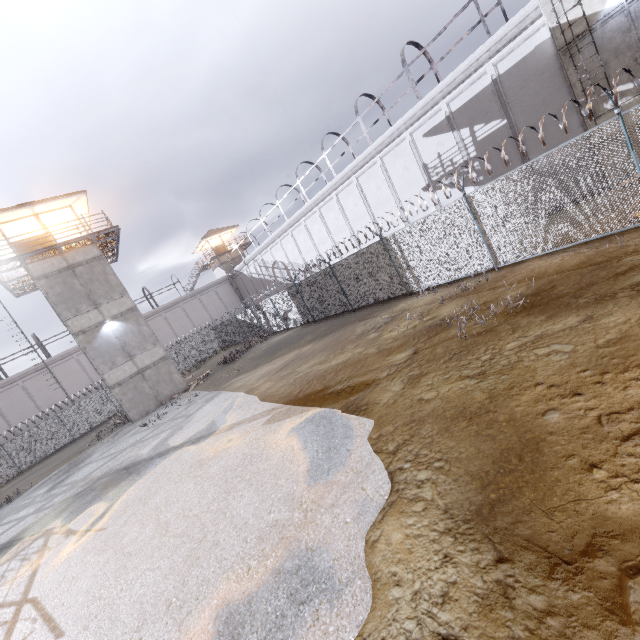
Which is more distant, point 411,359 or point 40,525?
point 40,525

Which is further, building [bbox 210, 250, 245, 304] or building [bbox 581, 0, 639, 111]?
building [bbox 210, 250, 245, 304]

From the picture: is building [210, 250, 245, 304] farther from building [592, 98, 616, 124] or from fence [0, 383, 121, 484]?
building [592, 98, 616, 124]

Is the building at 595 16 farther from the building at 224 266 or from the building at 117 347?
the building at 224 266

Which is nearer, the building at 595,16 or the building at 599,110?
the building at 595,16

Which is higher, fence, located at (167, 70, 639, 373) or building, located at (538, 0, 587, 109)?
building, located at (538, 0, 587, 109)

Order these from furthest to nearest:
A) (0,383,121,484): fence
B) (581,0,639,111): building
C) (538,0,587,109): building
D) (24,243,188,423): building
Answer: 1. (0,383,121,484): fence
2. (24,243,188,423): building
3. (538,0,587,109): building
4. (581,0,639,111): building

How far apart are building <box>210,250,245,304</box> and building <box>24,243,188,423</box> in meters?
23.6 m
